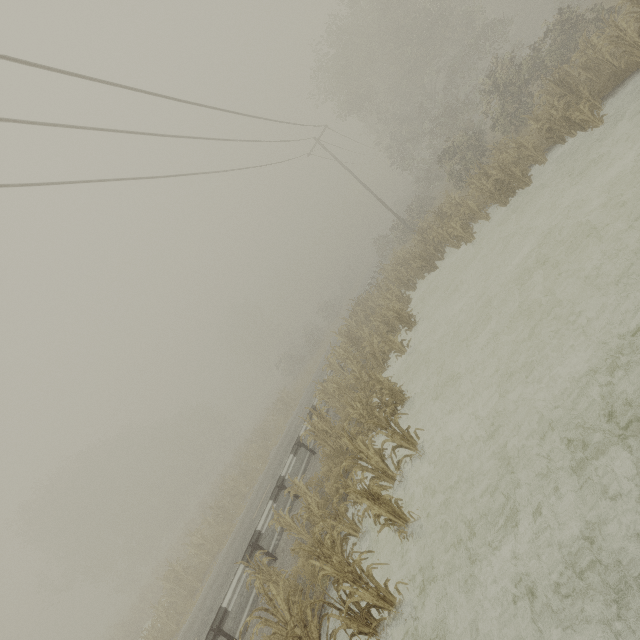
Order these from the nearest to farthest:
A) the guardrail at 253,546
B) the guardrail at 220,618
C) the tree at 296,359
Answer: the guardrail at 220,618, the guardrail at 253,546, the tree at 296,359

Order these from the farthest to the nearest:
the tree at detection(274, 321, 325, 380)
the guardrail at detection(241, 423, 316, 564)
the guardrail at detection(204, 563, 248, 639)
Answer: the tree at detection(274, 321, 325, 380) < the guardrail at detection(241, 423, 316, 564) < the guardrail at detection(204, 563, 248, 639)

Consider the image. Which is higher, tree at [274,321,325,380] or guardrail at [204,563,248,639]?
tree at [274,321,325,380]

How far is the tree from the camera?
40.09m

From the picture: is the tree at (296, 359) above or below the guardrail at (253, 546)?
above

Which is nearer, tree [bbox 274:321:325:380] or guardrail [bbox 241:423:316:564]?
guardrail [bbox 241:423:316:564]

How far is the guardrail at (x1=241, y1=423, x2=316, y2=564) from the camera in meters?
9.5

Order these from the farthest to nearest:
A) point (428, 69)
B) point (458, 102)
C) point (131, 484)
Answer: point (131, 484), point (428, 69), point (458, 102)
